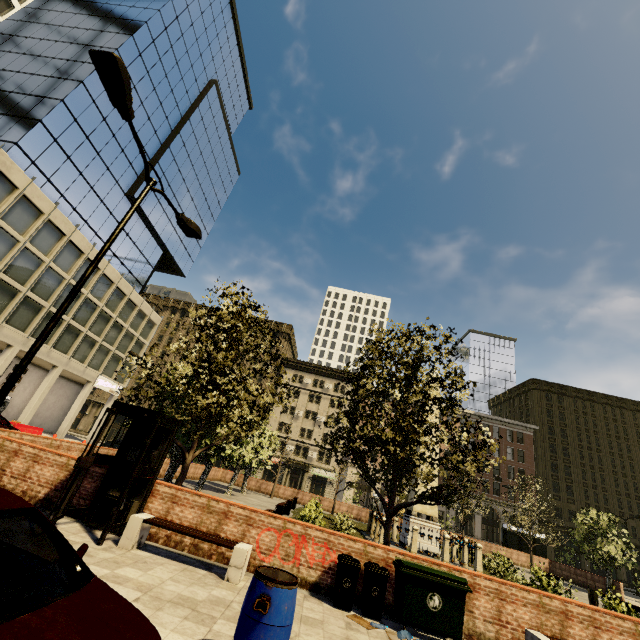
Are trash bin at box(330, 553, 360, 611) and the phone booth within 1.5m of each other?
no

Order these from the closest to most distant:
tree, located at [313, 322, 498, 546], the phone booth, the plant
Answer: the phone booth < tree, located at [313, 322, 498, 546] < the plant

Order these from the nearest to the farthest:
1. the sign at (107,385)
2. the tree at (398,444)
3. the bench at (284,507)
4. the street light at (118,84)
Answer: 1. the street light at (118,84)
2. the tree at (398,444)
3. the bench at (284,507)
4. the sign at (107,385)

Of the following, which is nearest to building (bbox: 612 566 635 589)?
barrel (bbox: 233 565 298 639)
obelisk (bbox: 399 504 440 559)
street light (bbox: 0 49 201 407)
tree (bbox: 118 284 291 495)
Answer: tree (bbox: 118 284 291 495)

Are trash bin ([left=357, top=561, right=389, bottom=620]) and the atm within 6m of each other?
no

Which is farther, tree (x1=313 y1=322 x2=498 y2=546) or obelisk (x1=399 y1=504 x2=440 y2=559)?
obelisk (x1=399 y1=504 x2=440 y2=559)

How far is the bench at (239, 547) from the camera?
6.6 meters

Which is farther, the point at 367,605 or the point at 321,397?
the point at 321,397
